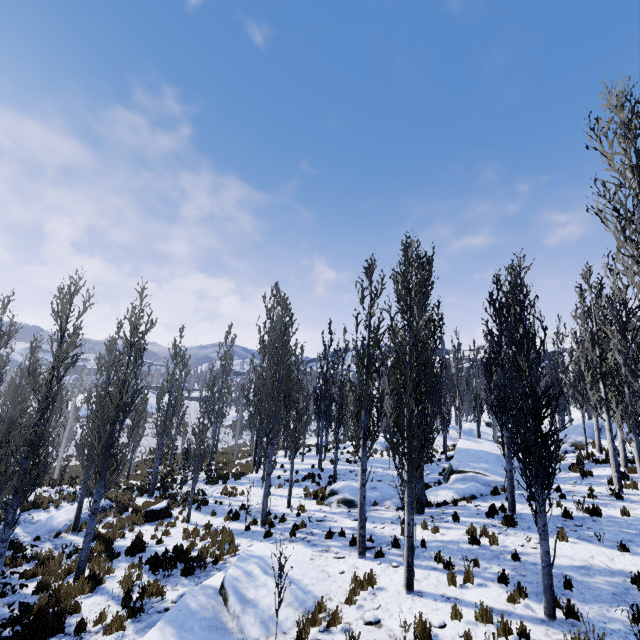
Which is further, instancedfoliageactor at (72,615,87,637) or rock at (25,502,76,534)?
rock at (25,502,76,534)

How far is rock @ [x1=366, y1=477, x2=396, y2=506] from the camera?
14.7m

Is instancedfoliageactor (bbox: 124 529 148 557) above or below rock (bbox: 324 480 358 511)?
below

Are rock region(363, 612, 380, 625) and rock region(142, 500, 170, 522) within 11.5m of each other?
no

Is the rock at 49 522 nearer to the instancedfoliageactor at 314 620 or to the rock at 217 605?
the instancedfoliageactor at 314 620

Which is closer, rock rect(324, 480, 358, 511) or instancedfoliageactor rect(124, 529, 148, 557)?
instancedfoliageactor rect(124, 529, 148, 557)

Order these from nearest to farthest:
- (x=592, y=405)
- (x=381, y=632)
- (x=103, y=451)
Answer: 1. (x=381, y=632)
2. (x=592, y=405)
3. (x=103, y=451)

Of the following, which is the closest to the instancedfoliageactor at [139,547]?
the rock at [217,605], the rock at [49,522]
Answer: the rock at [49,522]
